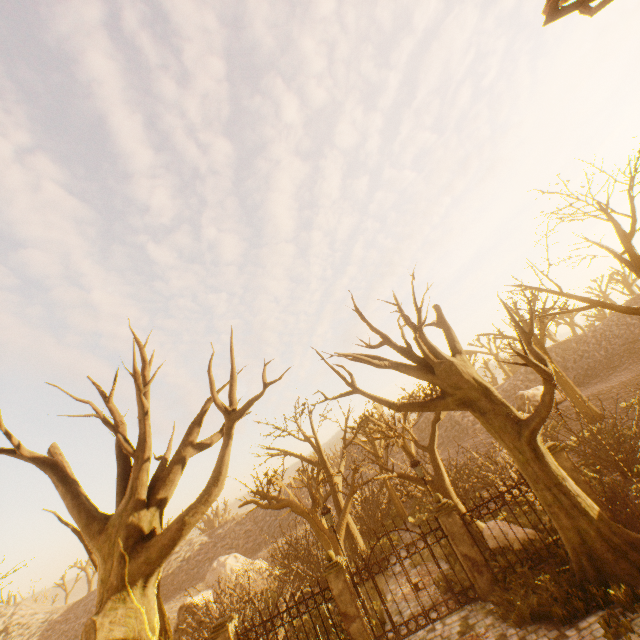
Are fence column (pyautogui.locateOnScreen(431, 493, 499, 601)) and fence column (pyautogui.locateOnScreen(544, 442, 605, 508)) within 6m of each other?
yes

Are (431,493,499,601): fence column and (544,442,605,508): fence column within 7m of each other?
yes

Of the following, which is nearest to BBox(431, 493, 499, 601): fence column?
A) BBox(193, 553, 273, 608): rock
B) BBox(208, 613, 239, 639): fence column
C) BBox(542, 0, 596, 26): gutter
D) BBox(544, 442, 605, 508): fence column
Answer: BBox(544, 442, 605, 508): fence column

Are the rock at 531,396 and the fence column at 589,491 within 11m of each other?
no

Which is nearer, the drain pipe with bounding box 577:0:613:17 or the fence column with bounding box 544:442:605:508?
the drain pipe with bounding box 577:0:613:17

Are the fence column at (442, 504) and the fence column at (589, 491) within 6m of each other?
yes

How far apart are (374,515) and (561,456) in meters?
16.9 m

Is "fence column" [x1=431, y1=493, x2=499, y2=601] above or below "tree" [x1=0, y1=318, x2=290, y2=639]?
below
